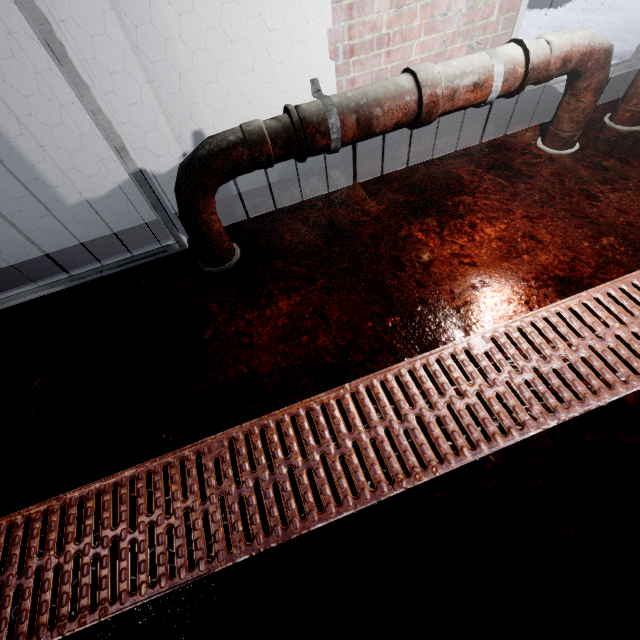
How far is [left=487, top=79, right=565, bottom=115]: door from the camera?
2.1m

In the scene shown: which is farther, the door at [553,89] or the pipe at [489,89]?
the door at [553,89]

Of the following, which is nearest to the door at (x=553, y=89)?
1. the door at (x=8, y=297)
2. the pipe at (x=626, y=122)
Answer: the pipe at (x=626, y=122)

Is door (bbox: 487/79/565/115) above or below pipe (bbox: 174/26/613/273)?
below

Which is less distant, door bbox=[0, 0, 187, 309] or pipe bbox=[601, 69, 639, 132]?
door bbox=[0, 0, 187, 309]

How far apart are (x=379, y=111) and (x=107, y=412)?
1.6m

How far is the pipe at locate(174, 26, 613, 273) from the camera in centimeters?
124cm
